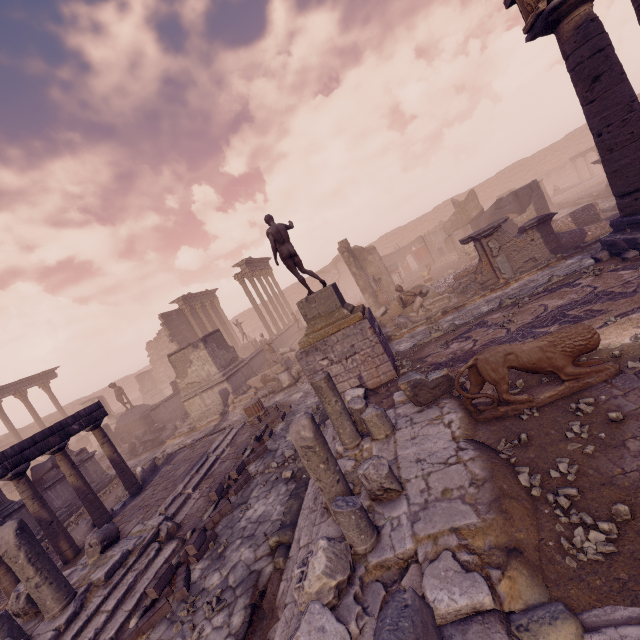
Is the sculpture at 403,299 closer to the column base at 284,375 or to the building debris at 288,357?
the column base at 284,375

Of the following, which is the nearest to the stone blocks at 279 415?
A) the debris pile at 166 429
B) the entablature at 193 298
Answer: the debris pile at 166 429

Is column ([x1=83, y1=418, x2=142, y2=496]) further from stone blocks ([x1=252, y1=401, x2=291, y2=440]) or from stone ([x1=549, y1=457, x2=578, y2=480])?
stone ([x1=549, y1=457, x2=578, y2=480])

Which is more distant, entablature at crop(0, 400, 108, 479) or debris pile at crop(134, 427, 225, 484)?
debris pile at crop(134, 427, 225, 484)

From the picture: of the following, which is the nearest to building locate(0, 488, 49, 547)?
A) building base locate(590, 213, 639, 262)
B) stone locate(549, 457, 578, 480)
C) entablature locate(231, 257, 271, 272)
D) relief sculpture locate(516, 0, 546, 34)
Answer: stone locate(549, 457, 578, 480)

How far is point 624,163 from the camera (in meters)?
7.87

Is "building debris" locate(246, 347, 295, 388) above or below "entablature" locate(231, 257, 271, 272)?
below

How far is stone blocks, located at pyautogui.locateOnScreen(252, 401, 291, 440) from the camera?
10.1m
